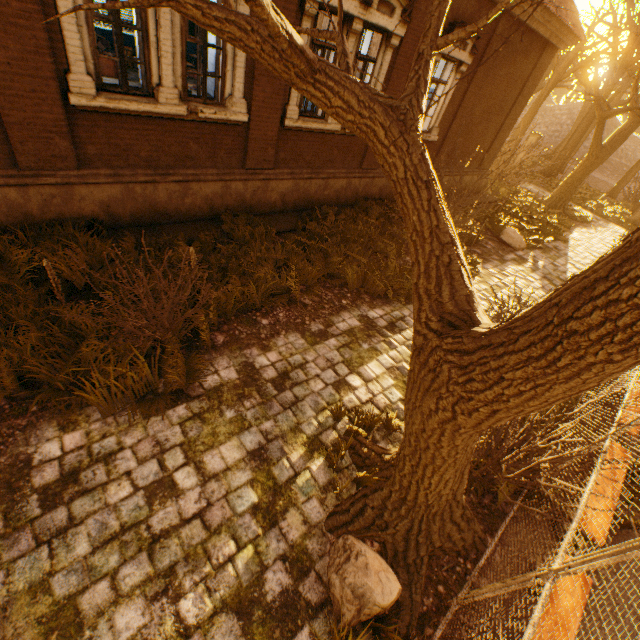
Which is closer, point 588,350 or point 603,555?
point 588,350

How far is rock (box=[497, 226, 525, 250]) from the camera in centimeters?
1140cm

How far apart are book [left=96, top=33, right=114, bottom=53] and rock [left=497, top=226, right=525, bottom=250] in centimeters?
1278cm

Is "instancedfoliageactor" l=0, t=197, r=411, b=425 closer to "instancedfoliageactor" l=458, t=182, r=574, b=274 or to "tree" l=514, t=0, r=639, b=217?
"tree" l=514, t=0, r=639, b=217

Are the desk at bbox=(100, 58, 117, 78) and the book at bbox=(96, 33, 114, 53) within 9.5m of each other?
yes

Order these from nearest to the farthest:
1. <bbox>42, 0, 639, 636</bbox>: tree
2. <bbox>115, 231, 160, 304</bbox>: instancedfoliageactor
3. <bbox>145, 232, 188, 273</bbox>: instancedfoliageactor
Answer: <bbox>42, 0, 639, 636</bbox>: tree, <bbox>115, 231, 160, 304</bbox>: instancedfoliageactor, <bbox>145, 232, 188, 273</bbox>: instancedfoliageactor

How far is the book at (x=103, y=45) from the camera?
7.86m

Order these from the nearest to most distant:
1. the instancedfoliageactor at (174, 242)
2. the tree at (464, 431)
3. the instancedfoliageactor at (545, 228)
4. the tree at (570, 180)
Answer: the tree at (464, 431) < the instancedfoliageactor at (174, 242) < the instancedfoliageactor at (545, 228) < the tree at (570, 180)
